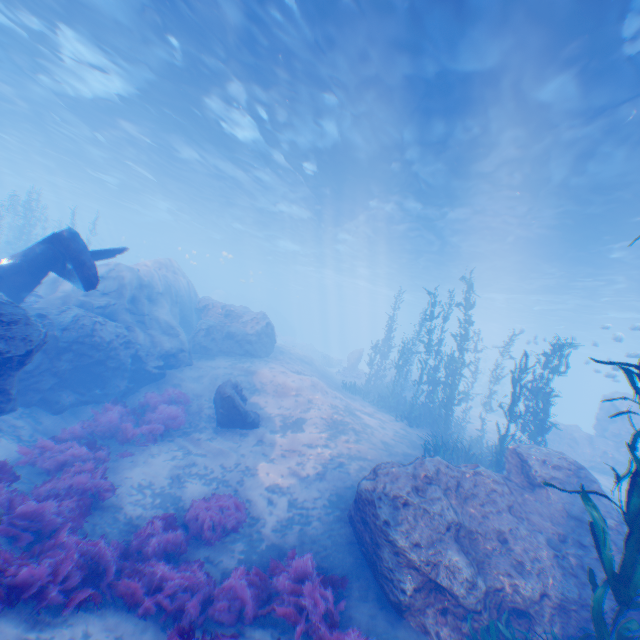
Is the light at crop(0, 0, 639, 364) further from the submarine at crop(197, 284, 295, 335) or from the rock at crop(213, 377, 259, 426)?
the rock at crop(213, 377, 259, 426)

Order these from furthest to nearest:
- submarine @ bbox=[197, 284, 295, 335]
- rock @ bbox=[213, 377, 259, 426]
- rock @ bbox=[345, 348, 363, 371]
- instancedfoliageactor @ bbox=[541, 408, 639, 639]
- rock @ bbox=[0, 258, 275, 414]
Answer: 1. submarine @ bbox=[197, 284, 295, 335]
2. rock @ bbox=[345, 348, 363, 371]
3. rock @ bbox=[213, 377, 259, 426]
4. rock @ bbox=[0, 258, 275, 414]
5. instancedfoliageactor @ bbox=[541, 408, 639, 639]

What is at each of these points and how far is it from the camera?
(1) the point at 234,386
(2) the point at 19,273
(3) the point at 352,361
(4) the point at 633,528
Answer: (1) rock, 12.6m
(2) plane, 10.4m
(3) rock, 29.7m
(4) instancedfoliageactor, 4.3m

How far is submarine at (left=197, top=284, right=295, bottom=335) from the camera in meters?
55.6 m

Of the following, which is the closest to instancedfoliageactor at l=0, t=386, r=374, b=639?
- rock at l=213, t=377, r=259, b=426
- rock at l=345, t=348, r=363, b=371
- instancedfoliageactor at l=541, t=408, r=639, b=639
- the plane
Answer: rock at l=213, t=377, r=259, b=426

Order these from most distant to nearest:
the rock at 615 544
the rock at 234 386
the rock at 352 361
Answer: the rock at 352 361, the rock at 234 386, the rock at 615 544

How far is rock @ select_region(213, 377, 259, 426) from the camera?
11.8m

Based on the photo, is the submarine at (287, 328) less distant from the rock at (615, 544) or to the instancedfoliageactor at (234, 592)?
the rock at (615, 544)
